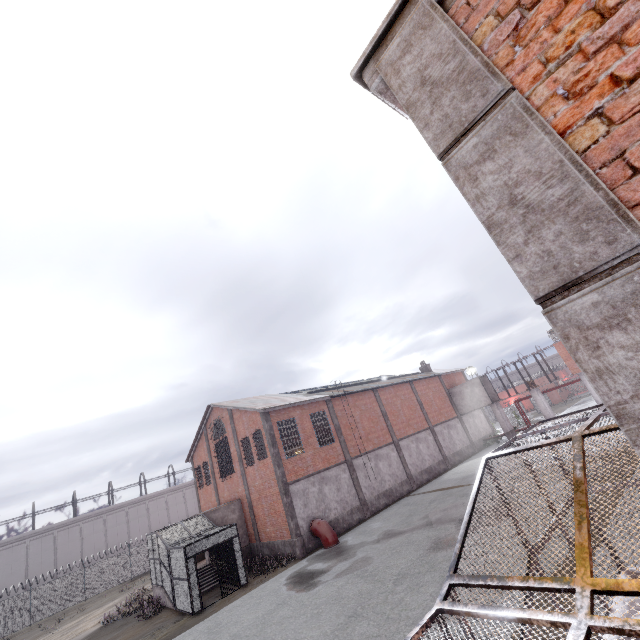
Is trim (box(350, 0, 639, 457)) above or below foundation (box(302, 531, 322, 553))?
above

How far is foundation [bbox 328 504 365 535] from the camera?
21.3m

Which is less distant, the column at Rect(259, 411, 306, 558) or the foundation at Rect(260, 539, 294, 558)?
the column at Rect(259, 411, 306, 558)

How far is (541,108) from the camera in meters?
1.6

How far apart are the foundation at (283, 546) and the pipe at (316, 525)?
1.1 meters

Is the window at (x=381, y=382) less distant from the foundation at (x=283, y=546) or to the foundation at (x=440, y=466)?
the foundation at (x=440, y=466)

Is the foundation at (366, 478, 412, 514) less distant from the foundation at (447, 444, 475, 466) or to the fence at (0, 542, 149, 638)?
the foundation at (447, 444, 475, 466)

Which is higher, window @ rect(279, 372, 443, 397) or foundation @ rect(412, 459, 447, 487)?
window @ rect(279, 372, 443, 397)
